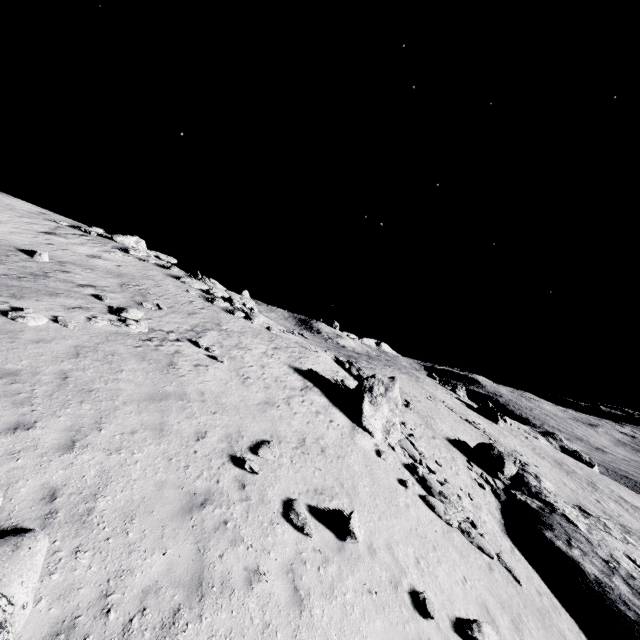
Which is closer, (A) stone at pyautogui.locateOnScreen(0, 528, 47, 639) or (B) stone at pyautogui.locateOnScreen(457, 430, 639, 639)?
(A) stone at pyautogui.locateOnScreen(0, 528, 47, 639)

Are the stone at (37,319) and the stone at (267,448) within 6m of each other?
no

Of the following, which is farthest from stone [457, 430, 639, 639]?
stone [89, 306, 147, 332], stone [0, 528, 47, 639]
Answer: stone [0, 528, 47, 639]

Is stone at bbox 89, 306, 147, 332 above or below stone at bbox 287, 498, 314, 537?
above

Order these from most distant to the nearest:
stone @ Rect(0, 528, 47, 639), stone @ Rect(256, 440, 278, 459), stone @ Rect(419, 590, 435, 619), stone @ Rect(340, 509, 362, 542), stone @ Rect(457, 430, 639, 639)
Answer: stone @ Rect(457, 430, 639, 639) → stone @ Rect(256, 440, 278, 459) → stone @ Rect(340, 509, 362, 542) → stone @ Rect(419, 590, 435, 619) → stone @ Rect(0, 528, 47, 639)

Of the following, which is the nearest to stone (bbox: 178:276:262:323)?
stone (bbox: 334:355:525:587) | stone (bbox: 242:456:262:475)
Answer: stone (bbox: 334:355:525:587)

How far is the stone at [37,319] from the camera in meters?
10.5 m

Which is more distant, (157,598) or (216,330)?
(216,330)
